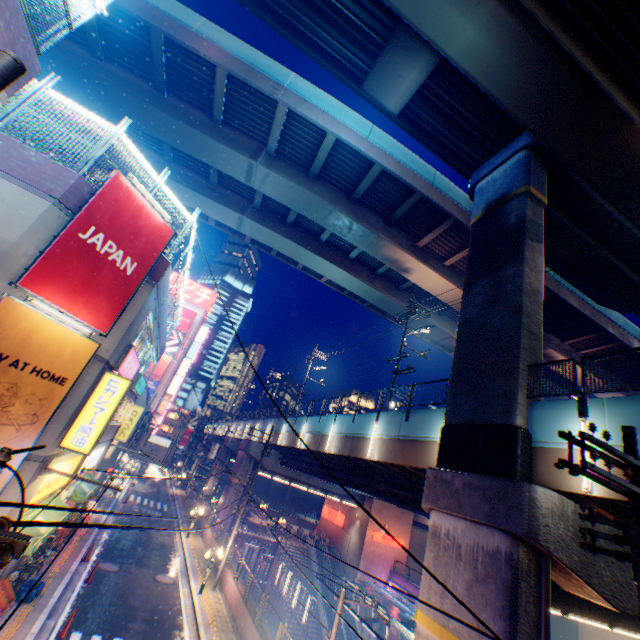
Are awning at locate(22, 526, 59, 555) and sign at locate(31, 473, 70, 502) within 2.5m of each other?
yes

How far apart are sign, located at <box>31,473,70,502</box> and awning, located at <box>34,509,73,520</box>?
0.34m

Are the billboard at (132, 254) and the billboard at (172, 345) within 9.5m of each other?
no

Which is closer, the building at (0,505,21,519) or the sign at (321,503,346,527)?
the building at (0,505,21,519)

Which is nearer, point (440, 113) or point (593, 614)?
point (593, 614)

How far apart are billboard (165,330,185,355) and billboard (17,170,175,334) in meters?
48.5

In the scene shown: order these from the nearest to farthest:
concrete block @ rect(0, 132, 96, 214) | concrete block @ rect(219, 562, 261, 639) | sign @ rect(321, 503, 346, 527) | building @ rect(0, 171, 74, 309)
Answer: building @ rect(0, 171, 74, 309)
concrete block @ rect(0, 132, 96, 214)
concrete block @ rect(219, 562, 261, 639)
sign @ rect(321, 503, 346, 527)

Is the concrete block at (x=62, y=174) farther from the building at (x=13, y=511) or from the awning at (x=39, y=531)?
the awning at (x=39, y=531)
